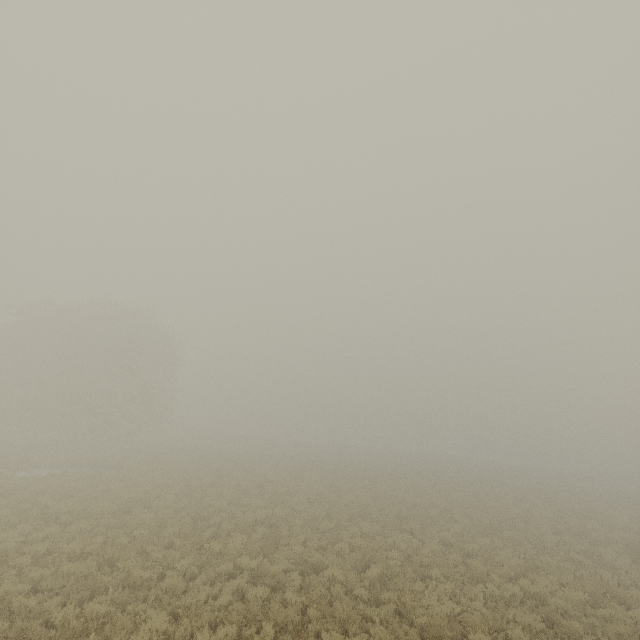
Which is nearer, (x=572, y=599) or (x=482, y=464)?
(x=572, y=599)
